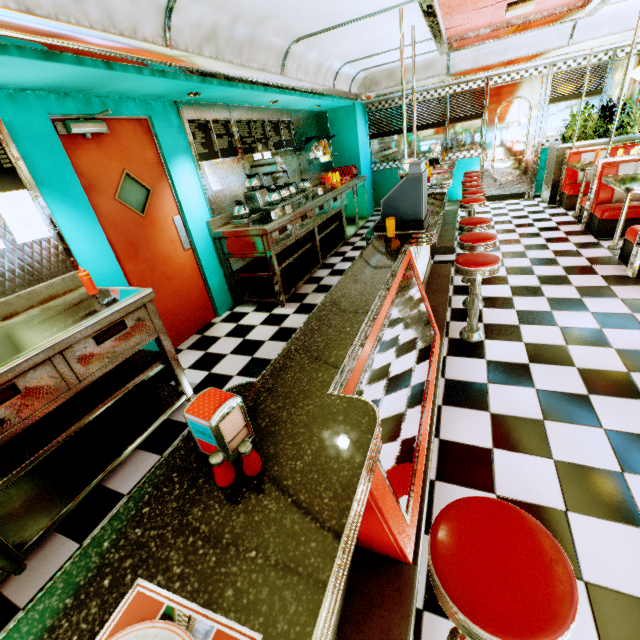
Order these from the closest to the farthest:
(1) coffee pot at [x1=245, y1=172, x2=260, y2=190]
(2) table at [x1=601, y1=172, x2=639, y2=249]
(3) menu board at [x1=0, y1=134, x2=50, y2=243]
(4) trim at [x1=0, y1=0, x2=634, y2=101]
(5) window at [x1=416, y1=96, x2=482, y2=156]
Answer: (4) trim at [x1=0, y1=0, x2=634, y2=101], (3) menu board at [x1=0, y1=134, x2=50, y2=243], (2) table at [x1=601, y1=172, x2=639, y2=249], (1) coffee pot at [x1=245, y1=172, x2=260, y2=190], (5) window at [x1=416, y1=96, x2=482, y2=156]

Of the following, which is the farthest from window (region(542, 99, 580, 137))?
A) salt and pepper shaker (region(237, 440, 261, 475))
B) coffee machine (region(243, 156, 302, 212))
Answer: salt and pepper shaker (region(237, 440, 261, 475))

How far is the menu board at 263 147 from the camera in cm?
487

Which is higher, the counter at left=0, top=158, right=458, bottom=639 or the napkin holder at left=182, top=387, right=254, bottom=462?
the napkin holder at left=182, top=387, right=254, bottom=462

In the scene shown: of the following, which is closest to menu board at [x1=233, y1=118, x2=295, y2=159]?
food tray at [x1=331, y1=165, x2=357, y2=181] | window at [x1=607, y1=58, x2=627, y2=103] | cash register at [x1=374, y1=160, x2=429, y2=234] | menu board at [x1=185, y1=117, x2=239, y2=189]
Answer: menu board at [x1=185, y1=117, x2=239, y2=189]

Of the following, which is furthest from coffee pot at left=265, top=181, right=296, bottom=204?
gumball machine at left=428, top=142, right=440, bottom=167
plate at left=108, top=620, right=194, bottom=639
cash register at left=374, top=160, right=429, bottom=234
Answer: plate at left=108, top=620, right=194, bottom=639

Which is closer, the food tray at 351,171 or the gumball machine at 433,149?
the gumball machine at 433,149

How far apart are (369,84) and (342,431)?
8.2 meters
